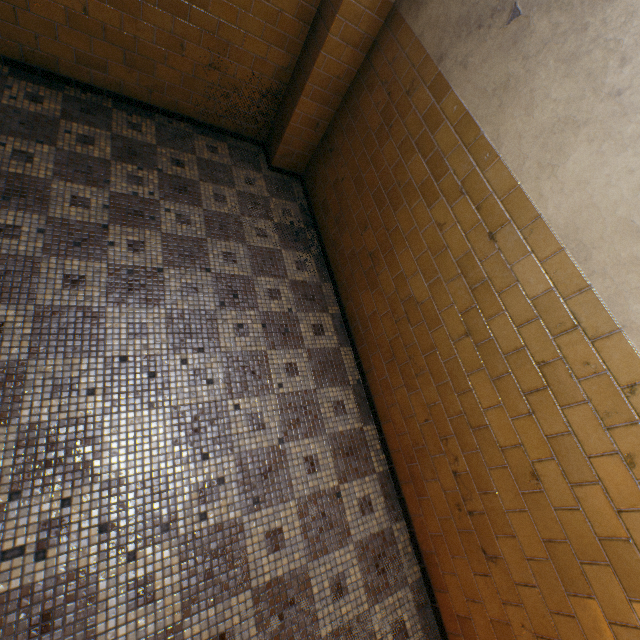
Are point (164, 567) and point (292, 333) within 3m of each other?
yes
